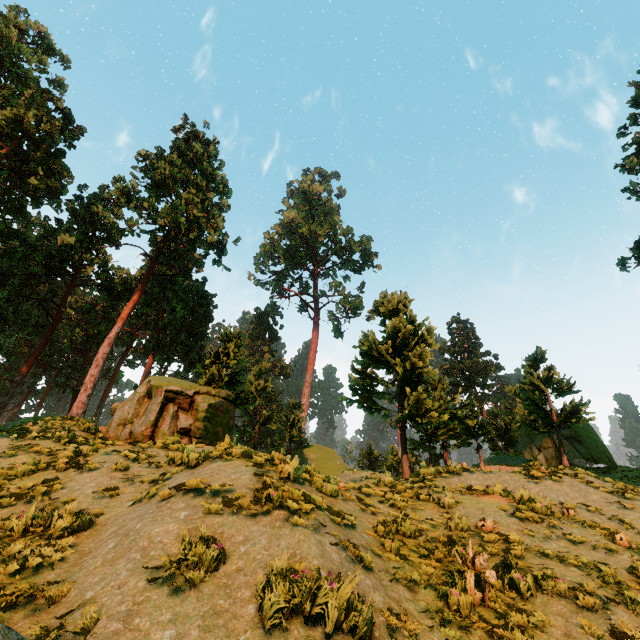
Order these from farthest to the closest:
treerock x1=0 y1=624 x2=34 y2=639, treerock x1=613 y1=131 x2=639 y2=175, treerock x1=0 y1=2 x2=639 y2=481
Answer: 1. treerock x1=613 y1=131 x2=639 y2=175
2. treerock x1=0 y1=2 x2=639 y2=481
3. treerock x1=0 y1=624 x2=34 y2=639

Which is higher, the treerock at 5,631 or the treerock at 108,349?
the treerock at 108,349

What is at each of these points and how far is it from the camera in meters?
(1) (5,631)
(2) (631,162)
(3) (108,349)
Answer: (1) treerock, 2.1 m
(2) treerock, 16.2 m
(3) treerock, 23.4 m

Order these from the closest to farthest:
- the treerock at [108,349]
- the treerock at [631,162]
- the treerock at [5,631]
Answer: the treerock at [5,631] < the treerock at [108,349] < the treerock at [631,162]

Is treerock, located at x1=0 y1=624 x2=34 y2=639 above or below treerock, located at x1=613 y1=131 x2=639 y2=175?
below

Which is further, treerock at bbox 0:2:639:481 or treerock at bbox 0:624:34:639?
treerock at bbox 0:2:639:481
